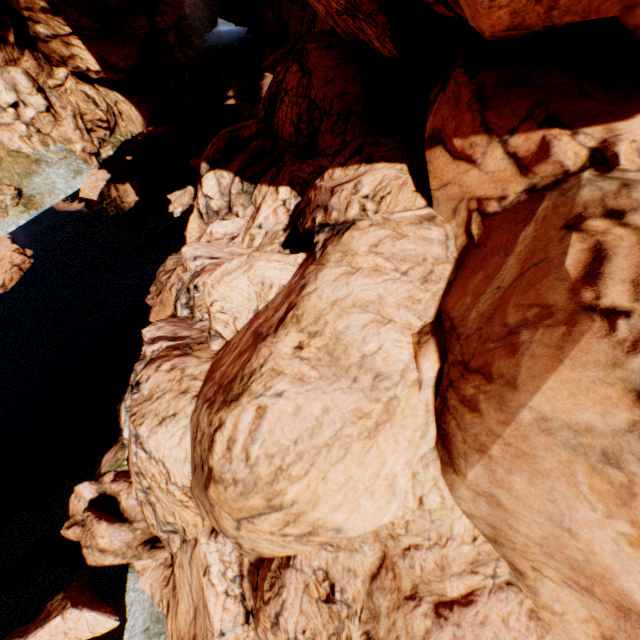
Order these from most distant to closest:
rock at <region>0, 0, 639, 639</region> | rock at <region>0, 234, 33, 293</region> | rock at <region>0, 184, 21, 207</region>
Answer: rock at <region>0, 184, 21, 207</region> → rock at <region>0, 234, 33, 293</region> → rock at <region>0, 0, 639, 639</region>

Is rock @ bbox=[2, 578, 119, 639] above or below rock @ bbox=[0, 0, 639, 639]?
below

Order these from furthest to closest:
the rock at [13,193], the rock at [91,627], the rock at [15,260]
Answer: the rock at [13,193]
the rock at [15,260]
the rock at [91,627]

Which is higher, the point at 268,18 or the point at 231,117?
the point at 268,18

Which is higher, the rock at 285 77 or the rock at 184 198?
the rock at 285 77

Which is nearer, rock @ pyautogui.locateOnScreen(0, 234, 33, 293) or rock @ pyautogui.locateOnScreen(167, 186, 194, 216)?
rock @ pyautogui.locateOnScreen(0, 234, 33, 293)
